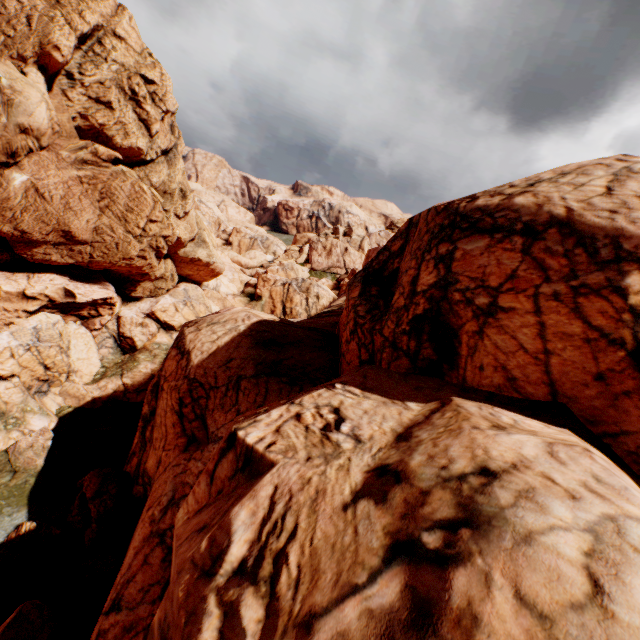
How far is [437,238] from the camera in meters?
9.8 m

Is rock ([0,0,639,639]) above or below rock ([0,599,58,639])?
above

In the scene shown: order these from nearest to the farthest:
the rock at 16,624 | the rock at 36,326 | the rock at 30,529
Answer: the rock at 36,326
the rock at 16,624
the rock at 30,529

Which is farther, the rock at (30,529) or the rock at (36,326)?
the rock at (30,529)

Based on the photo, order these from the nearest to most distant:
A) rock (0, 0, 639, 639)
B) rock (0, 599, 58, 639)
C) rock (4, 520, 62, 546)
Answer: rock (0, 0, 639, 639) → rock (0, 599, 58, 639) → rock (4, 520, 62, 546)

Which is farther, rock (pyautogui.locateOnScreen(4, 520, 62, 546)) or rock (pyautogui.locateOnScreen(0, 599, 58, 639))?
rock (pyautogui.locateOnScreen(4, 520, 62, 546))
